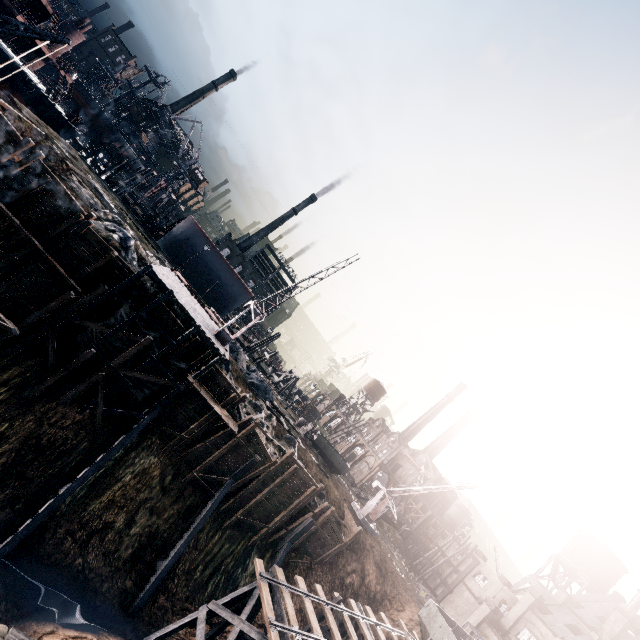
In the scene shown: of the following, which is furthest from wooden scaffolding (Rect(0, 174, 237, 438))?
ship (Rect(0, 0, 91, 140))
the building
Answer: the building

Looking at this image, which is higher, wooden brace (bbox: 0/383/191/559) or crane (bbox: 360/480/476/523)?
crane (bbox: 360/480/476/523)

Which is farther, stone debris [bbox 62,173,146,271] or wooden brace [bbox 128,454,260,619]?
stone debris [bbox 62,173,146,271]

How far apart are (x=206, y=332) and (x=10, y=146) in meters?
17.0

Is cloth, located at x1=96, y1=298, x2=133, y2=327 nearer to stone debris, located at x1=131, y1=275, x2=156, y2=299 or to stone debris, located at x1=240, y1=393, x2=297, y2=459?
stone debris, located at x1=131, y1=275, x2=156, y2=299

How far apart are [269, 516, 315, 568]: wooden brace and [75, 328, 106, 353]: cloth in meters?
23.1

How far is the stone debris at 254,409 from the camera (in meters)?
29.19

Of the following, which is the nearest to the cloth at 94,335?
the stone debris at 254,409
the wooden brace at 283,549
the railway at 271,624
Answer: the stone debris at 254,409
